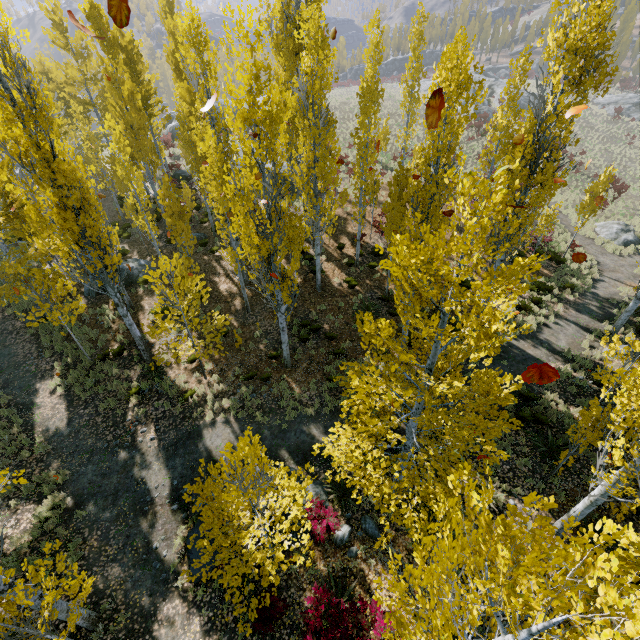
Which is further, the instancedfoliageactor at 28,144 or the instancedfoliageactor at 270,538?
the instancedfoliageactor at 270,538

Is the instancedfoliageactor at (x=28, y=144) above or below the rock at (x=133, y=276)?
above

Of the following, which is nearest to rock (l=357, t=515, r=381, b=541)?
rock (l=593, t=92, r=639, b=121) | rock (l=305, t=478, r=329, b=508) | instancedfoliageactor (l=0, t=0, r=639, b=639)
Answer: instancedfoliageactor (l=0, t=0, r=639, b=639)

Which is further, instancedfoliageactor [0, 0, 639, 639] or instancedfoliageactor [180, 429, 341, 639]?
instancedfoliageactor [180, 429, 341, 639]

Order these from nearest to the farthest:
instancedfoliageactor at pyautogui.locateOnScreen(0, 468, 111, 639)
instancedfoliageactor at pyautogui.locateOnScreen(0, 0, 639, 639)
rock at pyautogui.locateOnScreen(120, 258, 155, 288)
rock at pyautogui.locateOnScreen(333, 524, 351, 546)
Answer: instancedfoliageactor at pyautogui.locateOnScreen(0, 0, 639, 639) → instancedfoliageactor at pyautogui.locateOnScreen(0, 468, 111, 639) → rock at pyautogui.locateOnScreen(333, 524, 351, 546) → rock at pyautogui.locateOnScreen(120, 258, 155, 288)

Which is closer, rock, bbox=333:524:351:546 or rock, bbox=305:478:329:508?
rock, bbox=333:524:351:546

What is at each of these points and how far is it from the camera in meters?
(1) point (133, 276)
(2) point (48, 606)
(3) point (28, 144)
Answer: (1) rock, 17.8 m
(2) instancedfoliageactor, 5.4 m
(3) instancedfoliageactor, 8.8 m
